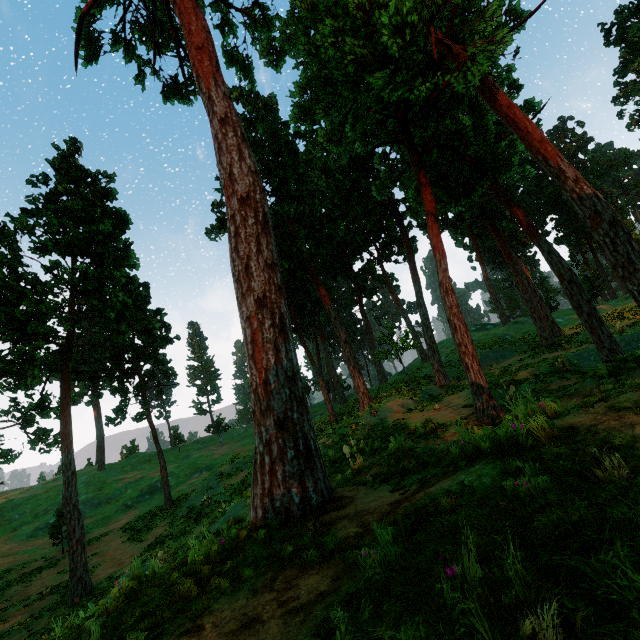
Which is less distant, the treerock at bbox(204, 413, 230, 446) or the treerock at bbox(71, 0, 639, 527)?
the treerock at bbox(71, 0, 639, 527)

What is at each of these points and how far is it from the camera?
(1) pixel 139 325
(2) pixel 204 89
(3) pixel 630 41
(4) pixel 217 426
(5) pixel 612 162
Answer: (1) treerock, 23.16m
(2) treerock, 8.41m
(3) treerock, 34.31m
(4) treerock, 54.16m
(5) treerock, 57.69m

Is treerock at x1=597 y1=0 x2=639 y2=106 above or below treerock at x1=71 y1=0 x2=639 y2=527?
above

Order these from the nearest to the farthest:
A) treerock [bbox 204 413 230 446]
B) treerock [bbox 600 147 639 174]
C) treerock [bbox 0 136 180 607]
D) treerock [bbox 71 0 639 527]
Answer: treerock [bbox 71 0 639 527] < treerock [bbox 0 136 180 607] < treerock [bbox 204 413 230 446] < treerock [bbox 600 147 639 174]

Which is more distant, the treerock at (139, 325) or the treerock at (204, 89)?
the treerock at (139, 325)

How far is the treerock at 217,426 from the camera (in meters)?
53.12

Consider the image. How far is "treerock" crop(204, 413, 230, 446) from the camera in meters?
53.1 m
